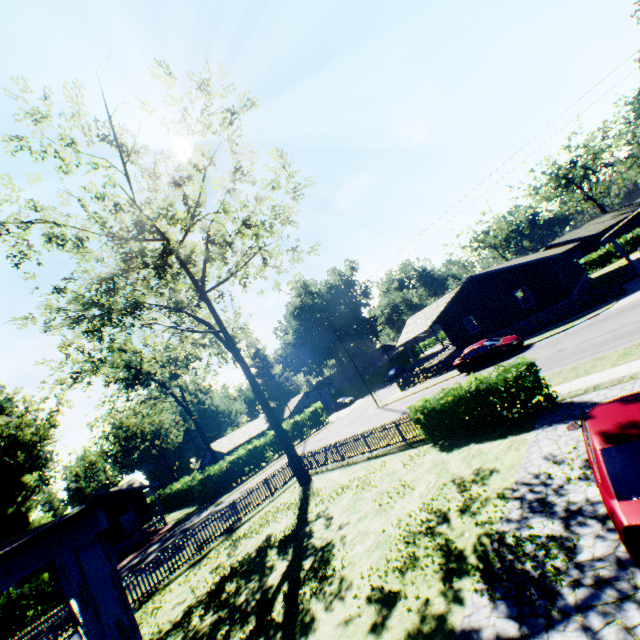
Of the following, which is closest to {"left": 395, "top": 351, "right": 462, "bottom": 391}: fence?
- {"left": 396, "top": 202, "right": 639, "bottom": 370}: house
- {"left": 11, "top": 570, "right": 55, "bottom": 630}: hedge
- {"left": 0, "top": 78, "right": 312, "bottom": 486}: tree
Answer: {"left": 396, "top": 202, "right": 639, "bottom": 370}: house

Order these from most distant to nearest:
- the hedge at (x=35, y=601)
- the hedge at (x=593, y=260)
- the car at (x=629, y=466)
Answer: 1. the hedge at (x=593, y=260)
2. the hedge at (x=35, y=601)
3. the car at (x=629, y=466)

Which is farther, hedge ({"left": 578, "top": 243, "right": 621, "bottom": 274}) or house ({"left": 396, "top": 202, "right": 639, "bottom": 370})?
hedge ({"left": 578, "top": 243, "right": 621, "bottom": 274})

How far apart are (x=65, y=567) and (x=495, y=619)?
7.86m

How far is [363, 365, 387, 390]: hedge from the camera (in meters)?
55.78

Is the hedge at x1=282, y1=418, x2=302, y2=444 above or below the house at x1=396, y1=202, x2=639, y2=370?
above

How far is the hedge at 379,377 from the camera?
55.8 meters

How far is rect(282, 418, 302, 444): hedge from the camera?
41.69m
